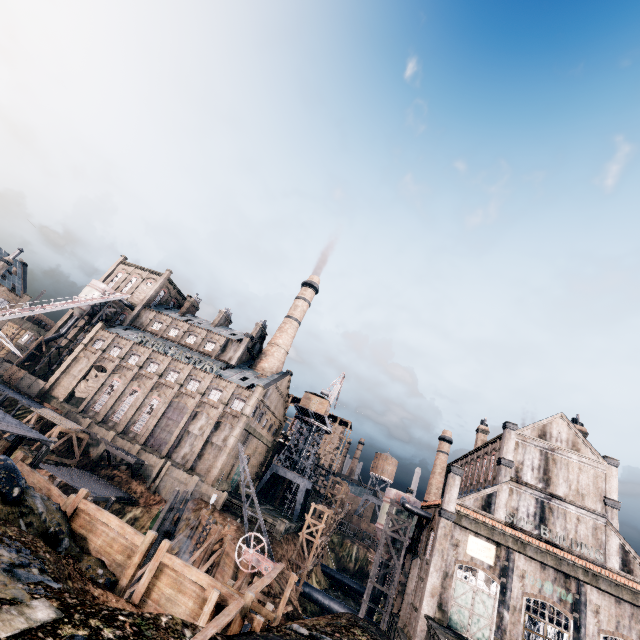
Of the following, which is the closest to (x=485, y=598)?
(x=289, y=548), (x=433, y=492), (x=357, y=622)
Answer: (x=357, y=622)

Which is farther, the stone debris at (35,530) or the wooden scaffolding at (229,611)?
the stone debris at (35,530)

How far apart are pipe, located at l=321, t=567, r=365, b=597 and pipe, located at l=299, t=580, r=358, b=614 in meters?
18.4 m

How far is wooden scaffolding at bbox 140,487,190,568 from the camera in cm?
3184

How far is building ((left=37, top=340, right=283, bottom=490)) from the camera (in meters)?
48.47

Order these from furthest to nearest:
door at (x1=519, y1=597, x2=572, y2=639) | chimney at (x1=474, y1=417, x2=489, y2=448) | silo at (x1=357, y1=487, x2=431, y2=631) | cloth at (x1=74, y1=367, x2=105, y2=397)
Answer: cloth at (x1=74, y1=367, x2=105, y2=397)
chimney at (x1=474, y1=417, x2=489, y2=448)
silo at (x1=357, y1=487, x2=431, y2=631)
door at (x1=519, y1=597, x2=572, y2=639)

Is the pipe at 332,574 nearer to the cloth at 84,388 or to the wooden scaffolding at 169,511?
the wooden scaffolding at 169,511

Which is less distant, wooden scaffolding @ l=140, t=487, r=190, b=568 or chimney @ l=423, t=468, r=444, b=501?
wooden scaffolding @ l=140, t=487, r=190, b=568
